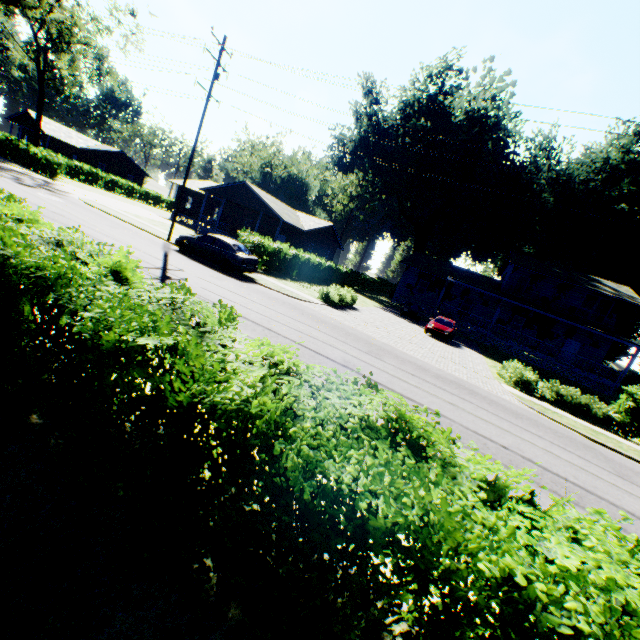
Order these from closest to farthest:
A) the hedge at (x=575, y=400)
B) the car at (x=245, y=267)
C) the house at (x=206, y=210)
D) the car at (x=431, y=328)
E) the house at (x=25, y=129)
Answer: the hedge at (x=575, y=400)
the car at (x=245, y=267)
the car at (x=431, y=328)
the house at (x=206, y=210)
the house at (x=25, y=129)

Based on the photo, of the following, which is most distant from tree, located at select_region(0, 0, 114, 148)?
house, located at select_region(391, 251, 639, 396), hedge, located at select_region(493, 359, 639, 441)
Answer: hedge, located at select_region(493, 359, 639, 441)

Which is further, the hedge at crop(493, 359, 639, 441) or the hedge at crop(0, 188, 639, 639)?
the hedge at crop(493, 359, 639, 441)

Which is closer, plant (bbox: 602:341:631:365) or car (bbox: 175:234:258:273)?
car (bbox: 175:234:258:273)

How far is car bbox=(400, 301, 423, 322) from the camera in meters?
31.1 m

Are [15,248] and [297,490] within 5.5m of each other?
yes

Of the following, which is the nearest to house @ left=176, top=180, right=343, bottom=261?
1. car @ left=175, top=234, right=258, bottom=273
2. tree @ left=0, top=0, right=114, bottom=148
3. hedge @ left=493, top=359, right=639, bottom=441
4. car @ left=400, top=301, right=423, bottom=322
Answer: car @ left=175, top=234, right=258, bottom=273

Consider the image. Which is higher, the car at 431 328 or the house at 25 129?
the house at 25 129
